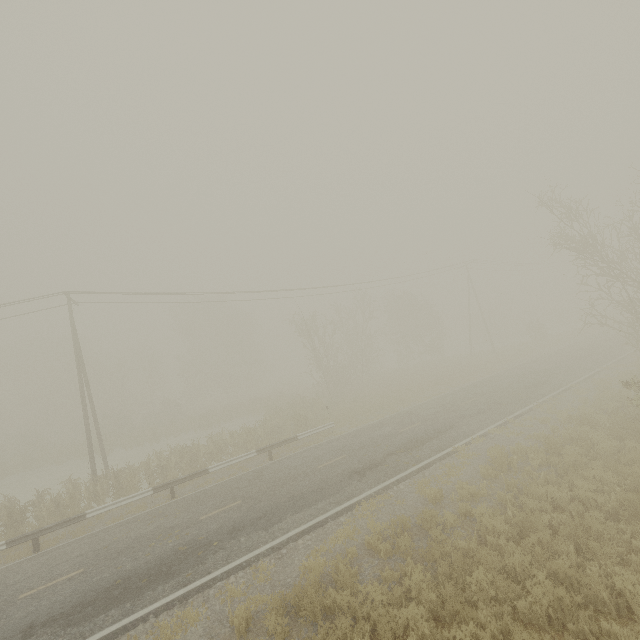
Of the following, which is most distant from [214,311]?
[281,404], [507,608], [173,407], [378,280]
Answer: [507,608]
